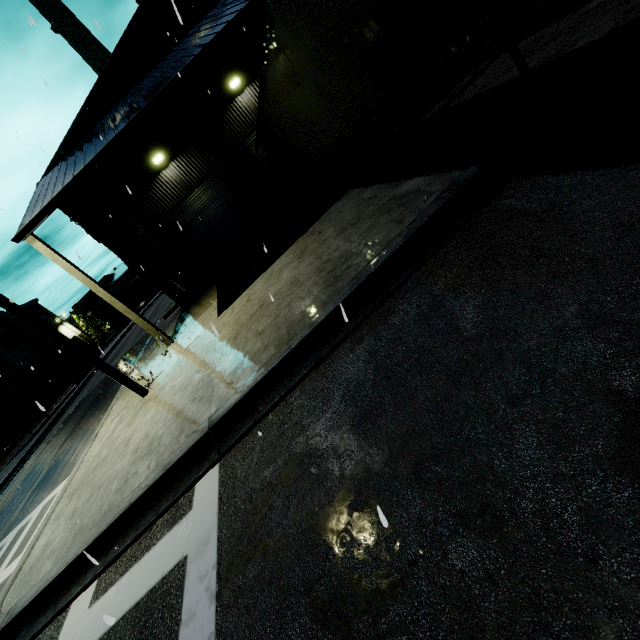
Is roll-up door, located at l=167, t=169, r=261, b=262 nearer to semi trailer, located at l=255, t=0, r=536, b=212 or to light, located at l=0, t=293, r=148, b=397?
semi trailer, located at l=255, t=0, r=536, b=212

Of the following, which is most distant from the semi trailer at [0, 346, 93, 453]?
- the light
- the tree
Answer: the light

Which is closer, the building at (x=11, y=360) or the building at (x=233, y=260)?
the building at (x=233, y=260)

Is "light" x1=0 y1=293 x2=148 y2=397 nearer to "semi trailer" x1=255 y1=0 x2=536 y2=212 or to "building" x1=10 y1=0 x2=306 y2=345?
"building" x1=10 y1=0 x2=306 y2=345

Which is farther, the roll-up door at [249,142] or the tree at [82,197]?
the roll-up door at [249,142]

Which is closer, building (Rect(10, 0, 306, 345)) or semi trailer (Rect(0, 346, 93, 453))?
building (Rect(10, 0, 306, 345))

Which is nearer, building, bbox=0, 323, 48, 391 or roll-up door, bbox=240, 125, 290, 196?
roll-up door, bbox=240, 125, 290, 196

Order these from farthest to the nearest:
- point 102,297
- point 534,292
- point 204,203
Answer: point 204,203 < point 102,297 < point 534,292
